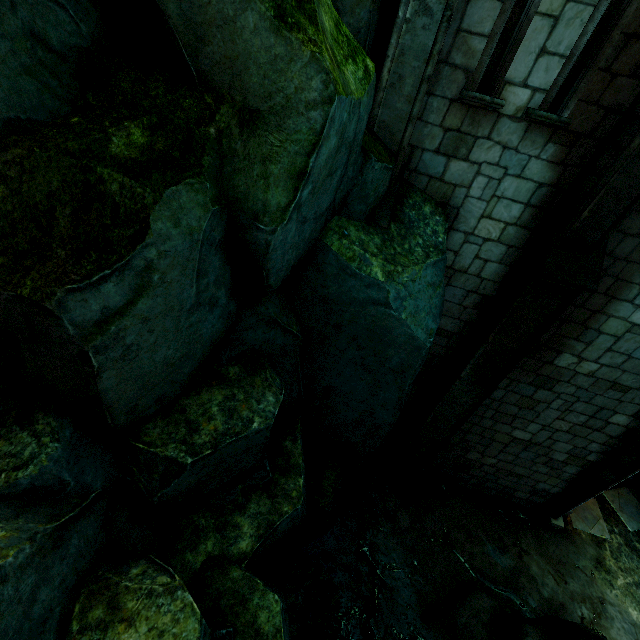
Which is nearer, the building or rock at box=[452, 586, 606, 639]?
the building

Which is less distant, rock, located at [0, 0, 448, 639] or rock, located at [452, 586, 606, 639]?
rock, located at [0, 0, 448, 639]

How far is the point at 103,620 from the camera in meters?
2.1

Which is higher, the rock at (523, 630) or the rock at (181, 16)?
the rock at (181, 16)

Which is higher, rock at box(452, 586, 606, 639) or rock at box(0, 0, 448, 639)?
rock at box(0, 0, 448, 639)

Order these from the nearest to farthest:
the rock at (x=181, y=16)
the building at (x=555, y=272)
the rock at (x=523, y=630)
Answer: the rock at (x=181, y=16)
the building at (x=555, y=272)
the rock at (x=523, y=630)

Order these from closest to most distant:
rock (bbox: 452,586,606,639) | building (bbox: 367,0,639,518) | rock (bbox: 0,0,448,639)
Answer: rock (bbox: 0,0,448,639) < building (bbox: 367,0,639,518) < rock (bbox: 452,586,606,639)
